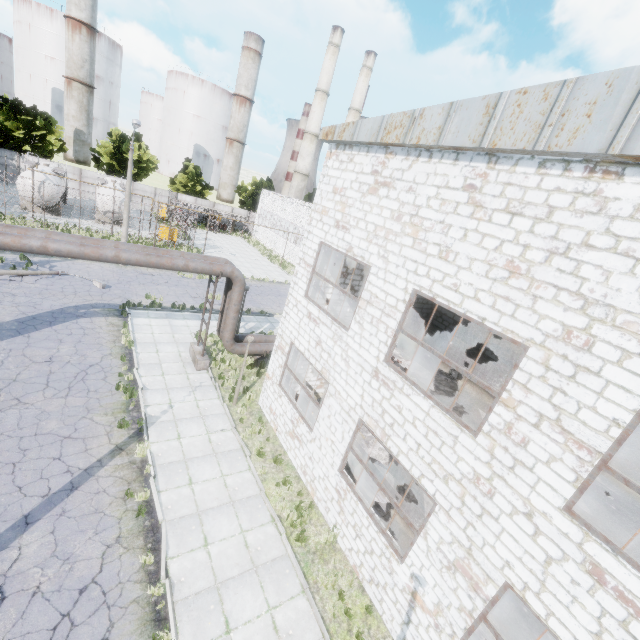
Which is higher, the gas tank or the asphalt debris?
the gas tank

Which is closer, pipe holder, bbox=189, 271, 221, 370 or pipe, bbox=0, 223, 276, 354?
Result: pipe, bbox=0, 223, 276, 354

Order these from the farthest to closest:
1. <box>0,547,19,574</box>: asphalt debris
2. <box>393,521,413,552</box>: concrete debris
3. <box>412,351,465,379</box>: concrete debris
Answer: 1. <box>412,351,465,379</box>: concrete debris
2. <box>393,521,413,552</box>: concrete debris
3. <box>0,547,19,574</box>: asphalt debris

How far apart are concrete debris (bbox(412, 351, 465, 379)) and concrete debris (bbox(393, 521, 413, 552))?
5.2 meters

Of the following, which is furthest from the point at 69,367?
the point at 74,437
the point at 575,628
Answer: the point at 575,628

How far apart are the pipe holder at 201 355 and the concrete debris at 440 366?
9.3 meters

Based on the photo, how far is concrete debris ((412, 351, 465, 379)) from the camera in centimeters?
1174cm

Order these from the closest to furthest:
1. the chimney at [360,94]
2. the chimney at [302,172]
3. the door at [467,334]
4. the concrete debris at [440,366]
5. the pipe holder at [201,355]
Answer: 1. the concrete debris at [440,366]
2. the pipe holder at [201,355]
3. the door at [467,334]
4. the chimney at [302,172]
5. the chimney at [360,94]
